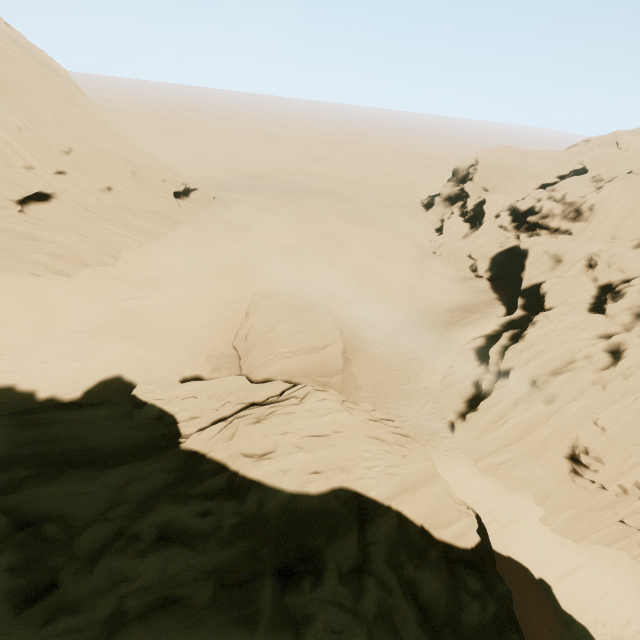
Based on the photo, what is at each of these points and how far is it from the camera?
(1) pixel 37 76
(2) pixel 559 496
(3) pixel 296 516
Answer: (1) rock, 29.55m
(2) rock, 21.16m
(3) rock, 9.31m

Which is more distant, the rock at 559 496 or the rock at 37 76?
the rock at 37 76

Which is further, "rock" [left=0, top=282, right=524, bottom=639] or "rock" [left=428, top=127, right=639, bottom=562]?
"rock" [left=428, top=127, right=639, bottom=562]

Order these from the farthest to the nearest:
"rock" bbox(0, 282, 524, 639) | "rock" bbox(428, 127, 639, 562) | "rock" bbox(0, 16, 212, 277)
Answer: "rock" bbox(0, 16, 212, 277)
"rock" bbox(428, 127, 639, 562)
"rock" bbox(0, 282, 524, 639)
